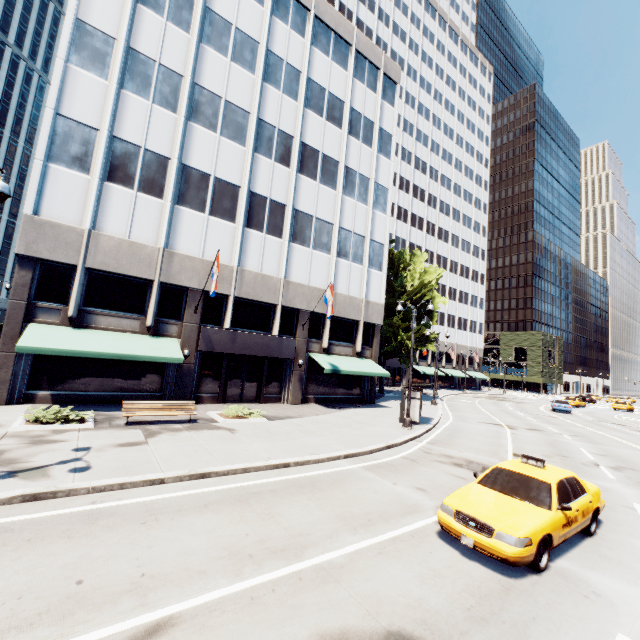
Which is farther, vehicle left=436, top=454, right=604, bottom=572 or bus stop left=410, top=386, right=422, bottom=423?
bus stop left=410, top=386, right=422, bottom=423

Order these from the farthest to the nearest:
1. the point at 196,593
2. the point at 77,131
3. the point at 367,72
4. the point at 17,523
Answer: the point at 367,72, the point at 77,131, the point at 17,523, the point at 196,593

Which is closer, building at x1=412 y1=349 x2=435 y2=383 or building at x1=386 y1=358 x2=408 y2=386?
building at x1=386 y1=358 x2=408 y2=386

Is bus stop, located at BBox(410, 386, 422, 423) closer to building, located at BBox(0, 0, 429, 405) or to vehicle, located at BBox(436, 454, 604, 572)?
building, located at BBox(0, 0, 429, 405)

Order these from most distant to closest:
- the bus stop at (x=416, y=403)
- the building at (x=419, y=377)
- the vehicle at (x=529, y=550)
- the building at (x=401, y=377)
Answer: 1. the building at (x=419, y=377)
2. the building at (x=401, y=377)
3. the bus stop at (x=416, y=403)
4. the vehicle at (x=529, y=550)

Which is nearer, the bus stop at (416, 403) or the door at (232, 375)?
the bus stop at (416, 403)

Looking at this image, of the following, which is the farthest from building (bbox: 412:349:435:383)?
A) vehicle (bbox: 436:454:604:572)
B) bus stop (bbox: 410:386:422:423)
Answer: vehicle (bbox: 436:454:604:572)

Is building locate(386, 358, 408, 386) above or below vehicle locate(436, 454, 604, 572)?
above
